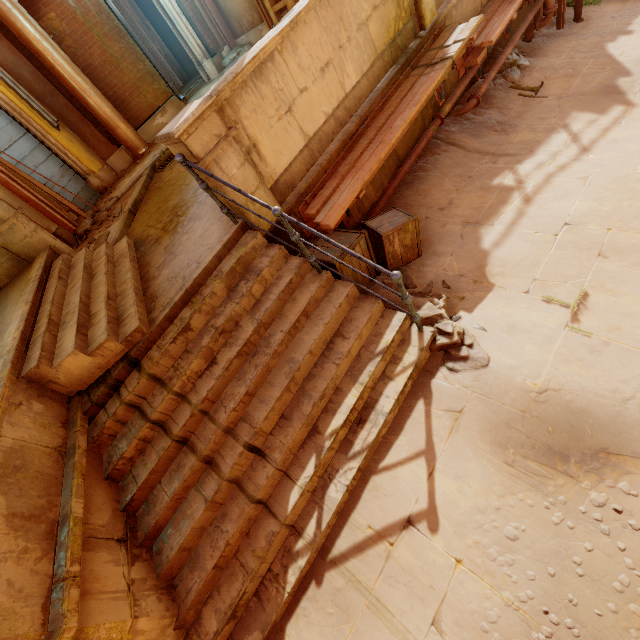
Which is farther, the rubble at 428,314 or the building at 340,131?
the building at 340,131

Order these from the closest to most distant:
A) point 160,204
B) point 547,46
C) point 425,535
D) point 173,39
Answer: point 425,535 < point 160,204 < point 547,46 < point 173,39

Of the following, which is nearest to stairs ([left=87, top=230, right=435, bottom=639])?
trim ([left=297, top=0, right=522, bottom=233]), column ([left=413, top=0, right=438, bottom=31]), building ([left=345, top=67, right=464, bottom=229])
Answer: trim ([left=297, top=0, right=522, bottom=233])

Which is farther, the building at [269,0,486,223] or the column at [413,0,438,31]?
the column at [413,0,438,31]

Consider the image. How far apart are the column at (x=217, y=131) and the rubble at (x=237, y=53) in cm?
781

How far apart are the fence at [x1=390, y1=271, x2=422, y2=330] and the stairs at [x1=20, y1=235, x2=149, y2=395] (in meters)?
2.74

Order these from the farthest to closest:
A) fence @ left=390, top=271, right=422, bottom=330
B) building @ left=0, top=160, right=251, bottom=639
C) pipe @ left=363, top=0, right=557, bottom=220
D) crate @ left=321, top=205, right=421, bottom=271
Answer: pipe @ left=363, top=0, right=557, bottom=220 → crate @ left=321, top=205, right=421, bottom=271 → fence @ left=390, top=271, right=422, bottom=330 → building @ left=0, top=160, right=251, bottom=639

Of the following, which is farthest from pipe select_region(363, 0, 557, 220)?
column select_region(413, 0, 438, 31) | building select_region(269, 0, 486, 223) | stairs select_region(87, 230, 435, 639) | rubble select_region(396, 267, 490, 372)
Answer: stairs select_region(87, 230, 435, 639)
